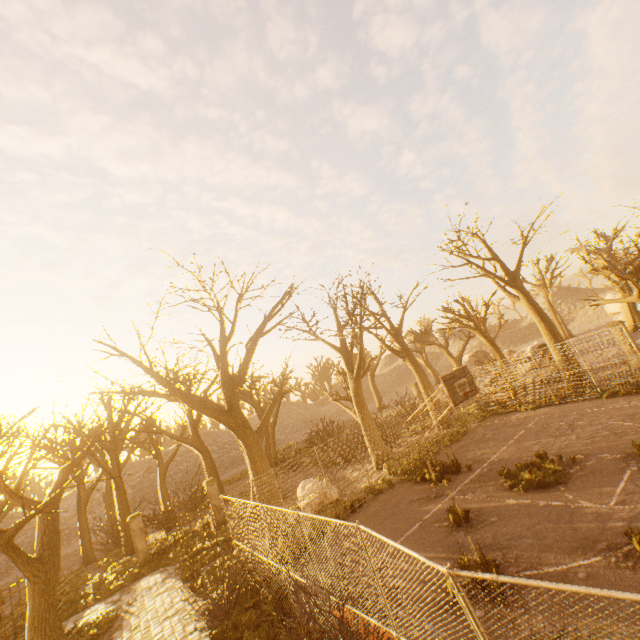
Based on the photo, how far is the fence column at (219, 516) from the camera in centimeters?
1866cm

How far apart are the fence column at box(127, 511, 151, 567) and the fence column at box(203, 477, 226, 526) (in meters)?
3.30

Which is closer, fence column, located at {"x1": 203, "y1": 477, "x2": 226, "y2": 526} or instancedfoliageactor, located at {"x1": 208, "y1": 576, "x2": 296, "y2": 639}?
instancedfoliageactor, located at {"x1": 208, "y1": 576, "x2": 296, "y2": 639}

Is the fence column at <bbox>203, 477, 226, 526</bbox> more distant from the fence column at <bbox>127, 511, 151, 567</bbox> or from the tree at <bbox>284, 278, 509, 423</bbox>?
the fence column at <bbox>127, 511, 151, 567</bbox>

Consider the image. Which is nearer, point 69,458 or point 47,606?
point 47,606

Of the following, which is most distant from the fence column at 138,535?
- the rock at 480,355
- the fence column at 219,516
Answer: the rock at 480,355

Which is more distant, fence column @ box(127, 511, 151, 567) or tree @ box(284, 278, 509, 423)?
tree @ box(284, 278, 509, 423)

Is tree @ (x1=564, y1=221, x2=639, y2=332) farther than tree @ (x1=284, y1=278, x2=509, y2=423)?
No
